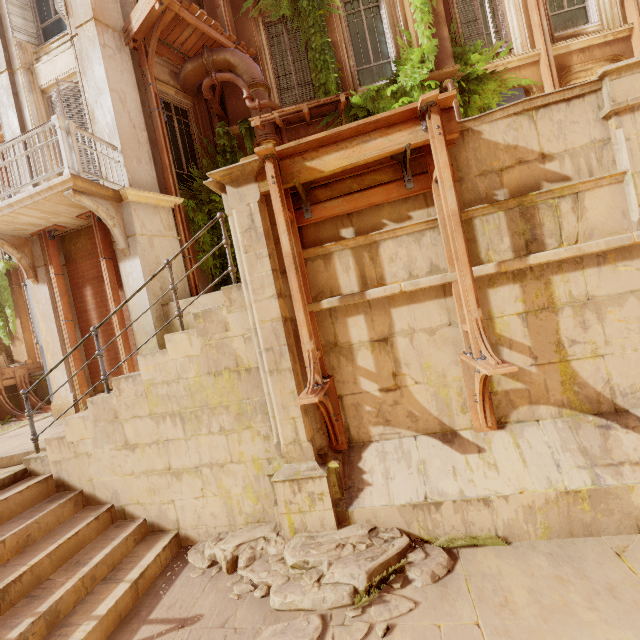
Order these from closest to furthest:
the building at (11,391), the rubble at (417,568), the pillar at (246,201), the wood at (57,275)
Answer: the rubble at (417,568) → the pillar at (246,201) → the wood at (57,275) → the building at (11,391)

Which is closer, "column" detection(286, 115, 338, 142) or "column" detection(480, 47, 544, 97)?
"column" detection(480, 47, 544, 97)

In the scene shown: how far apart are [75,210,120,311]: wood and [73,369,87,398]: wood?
0.6 meters

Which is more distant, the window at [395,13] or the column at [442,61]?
the window at [395,13]

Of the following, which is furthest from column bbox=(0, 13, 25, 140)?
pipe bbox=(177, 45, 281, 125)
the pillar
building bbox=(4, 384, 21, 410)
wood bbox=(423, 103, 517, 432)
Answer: wood bbox=(423, 103, 517, 432)

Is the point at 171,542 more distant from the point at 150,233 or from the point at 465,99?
the point at 465,99

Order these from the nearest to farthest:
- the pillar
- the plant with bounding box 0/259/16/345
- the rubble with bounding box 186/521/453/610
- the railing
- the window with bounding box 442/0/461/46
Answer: the rubble with bounding box 186/521/453/610, the pillar, the railing, the window with bounding box 442/0/461/46, the plant with bounding box 0/259/16/345

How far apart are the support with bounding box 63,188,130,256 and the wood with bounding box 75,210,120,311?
0.1m
